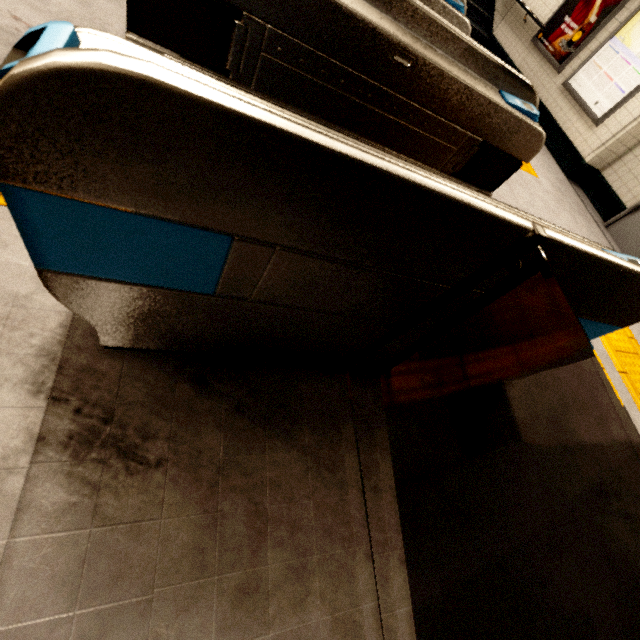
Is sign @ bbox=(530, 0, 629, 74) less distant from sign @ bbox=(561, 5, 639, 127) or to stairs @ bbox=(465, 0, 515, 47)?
sign @ bbox=(561, 5, 639, 127)

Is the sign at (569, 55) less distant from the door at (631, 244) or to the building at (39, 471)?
the door at (631, 244)

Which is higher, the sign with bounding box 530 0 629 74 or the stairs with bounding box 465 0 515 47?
the sign with bounding box 530 0 629 74

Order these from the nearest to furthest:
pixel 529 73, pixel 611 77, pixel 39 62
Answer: pixel 39 62, pixel 611 77, pixel 529 73

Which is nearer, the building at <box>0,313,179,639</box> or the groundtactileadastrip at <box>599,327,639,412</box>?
the building at <box>0,313,179,639</box>

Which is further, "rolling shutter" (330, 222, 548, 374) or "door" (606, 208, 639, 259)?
"door" (606, 208, 639, 259)

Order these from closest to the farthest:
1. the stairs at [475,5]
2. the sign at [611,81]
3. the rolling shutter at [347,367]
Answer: the rolling shutter at [347,367] → the sign at [611,81] → the stairs at [475,5]

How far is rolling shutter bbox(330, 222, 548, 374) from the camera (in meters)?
0.87
